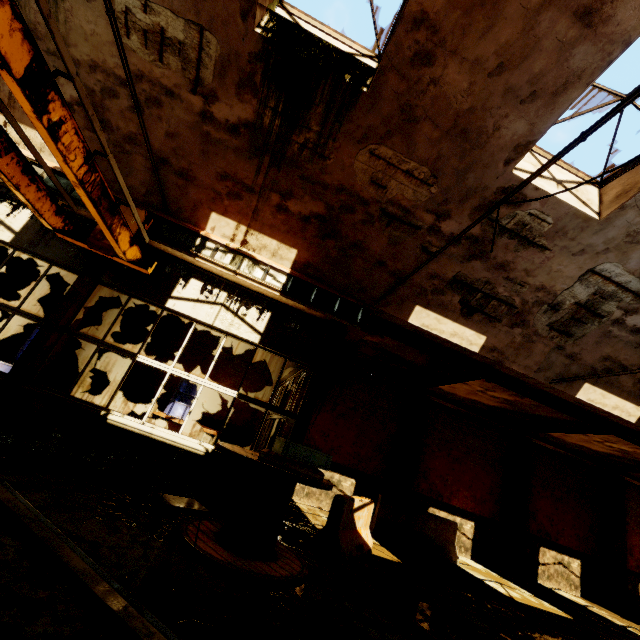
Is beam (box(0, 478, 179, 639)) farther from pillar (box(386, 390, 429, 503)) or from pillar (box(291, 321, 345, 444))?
pillar (box(386, 390, 429, 503))

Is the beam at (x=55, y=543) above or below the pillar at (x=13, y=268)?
below

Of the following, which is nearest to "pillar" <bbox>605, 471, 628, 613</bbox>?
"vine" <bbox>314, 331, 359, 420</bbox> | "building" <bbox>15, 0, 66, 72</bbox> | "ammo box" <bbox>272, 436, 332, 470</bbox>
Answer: "building" <bbox>15, 0, 66, 72</bbox>

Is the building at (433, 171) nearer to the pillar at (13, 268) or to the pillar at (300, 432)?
the pillar at (300, 432)

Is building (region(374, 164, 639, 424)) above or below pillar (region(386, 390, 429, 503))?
above

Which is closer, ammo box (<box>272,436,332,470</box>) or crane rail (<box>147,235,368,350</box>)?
ammo box (<box>272,436,332,470</box>)

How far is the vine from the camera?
6.79m

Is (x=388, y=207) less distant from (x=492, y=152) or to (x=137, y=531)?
(x=492, y=152)
